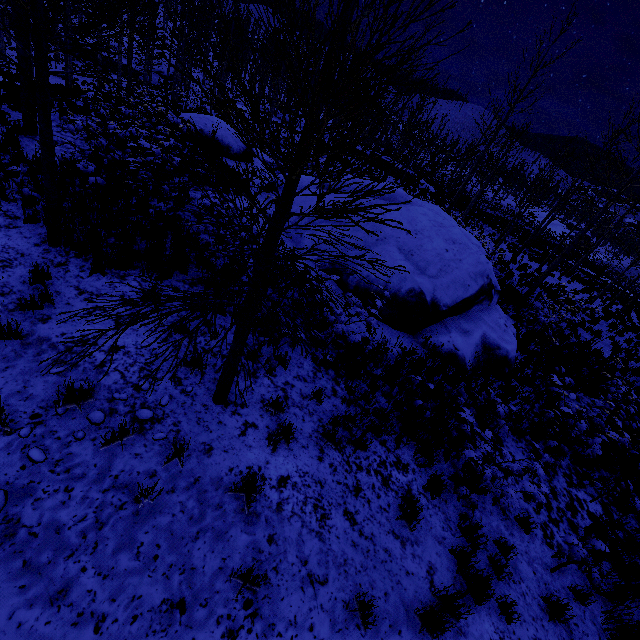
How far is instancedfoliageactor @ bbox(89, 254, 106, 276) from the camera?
5.39m

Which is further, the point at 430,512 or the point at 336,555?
the point at 430,512

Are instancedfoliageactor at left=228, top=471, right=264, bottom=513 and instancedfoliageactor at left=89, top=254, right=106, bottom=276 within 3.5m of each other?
no

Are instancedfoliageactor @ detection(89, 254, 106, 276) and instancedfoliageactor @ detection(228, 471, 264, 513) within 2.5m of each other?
no

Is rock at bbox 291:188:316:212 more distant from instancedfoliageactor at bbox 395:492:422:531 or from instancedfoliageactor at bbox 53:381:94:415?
instancedfoliageactor at bbox 53:381:94:415

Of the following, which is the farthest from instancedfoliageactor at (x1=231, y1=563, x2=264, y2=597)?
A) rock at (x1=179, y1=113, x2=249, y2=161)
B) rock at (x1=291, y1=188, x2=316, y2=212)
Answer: rock at (x1=179, y1=113, x2=249, y2=161)

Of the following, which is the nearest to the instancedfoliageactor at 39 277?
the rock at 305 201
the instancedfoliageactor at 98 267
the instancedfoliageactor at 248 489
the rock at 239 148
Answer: the instancedfoliageactor at 98 267

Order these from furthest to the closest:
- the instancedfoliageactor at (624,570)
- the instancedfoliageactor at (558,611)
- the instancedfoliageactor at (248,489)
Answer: the instancedfoliageactor at (624,570)
the instancedfoliageactor at (558,611)
the instancedfoliageactor at (248,489)
